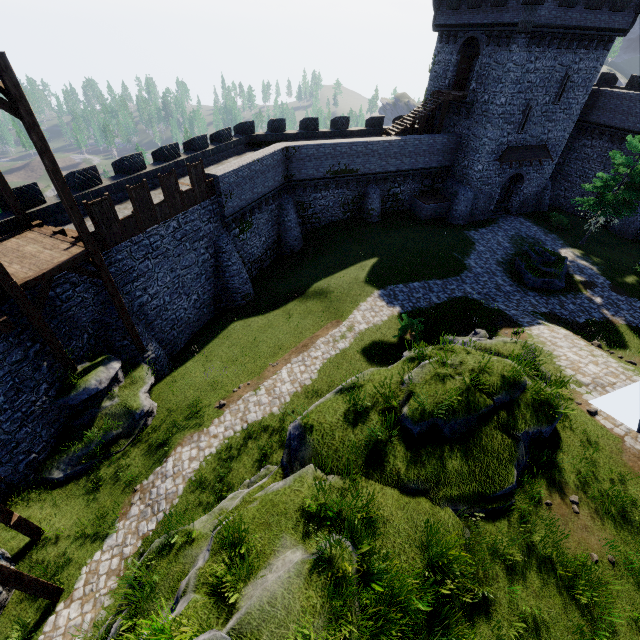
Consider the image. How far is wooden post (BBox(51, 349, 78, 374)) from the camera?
12.7 meters

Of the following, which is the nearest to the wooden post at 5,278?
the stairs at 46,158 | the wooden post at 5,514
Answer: the stairs at 46,158

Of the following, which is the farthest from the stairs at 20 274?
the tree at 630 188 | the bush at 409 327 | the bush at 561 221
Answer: the bush at 561 221

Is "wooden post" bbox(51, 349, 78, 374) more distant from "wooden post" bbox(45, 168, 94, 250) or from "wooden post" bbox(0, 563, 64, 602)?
"wooden post" bbox(0, 563, 64, 602)

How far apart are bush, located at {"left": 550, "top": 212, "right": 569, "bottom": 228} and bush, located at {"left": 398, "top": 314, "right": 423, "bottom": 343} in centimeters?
2177cm

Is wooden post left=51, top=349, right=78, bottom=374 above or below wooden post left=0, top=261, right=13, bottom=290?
below

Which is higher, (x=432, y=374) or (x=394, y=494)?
(x=432, y=374)

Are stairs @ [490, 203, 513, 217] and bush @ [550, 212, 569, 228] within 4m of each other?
yes
